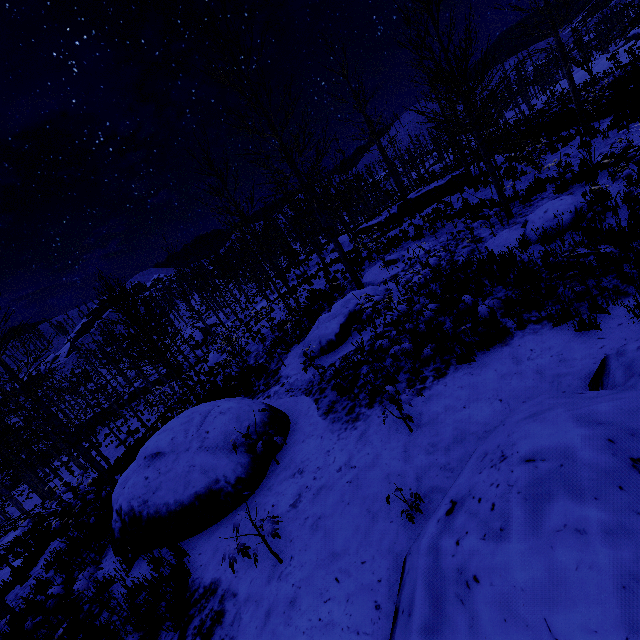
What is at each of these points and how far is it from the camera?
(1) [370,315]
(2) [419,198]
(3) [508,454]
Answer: (1) instancedfoliageactor, 5.37m
(2) rock, 25.23m
(3) rock, 2.26m

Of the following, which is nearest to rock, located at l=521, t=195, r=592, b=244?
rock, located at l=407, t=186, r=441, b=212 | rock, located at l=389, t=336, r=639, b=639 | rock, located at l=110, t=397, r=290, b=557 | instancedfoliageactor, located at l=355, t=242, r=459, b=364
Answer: instancedfoliageactor, located at l=355, t=242, r=459, b=364

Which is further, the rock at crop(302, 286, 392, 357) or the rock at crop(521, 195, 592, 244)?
the rock at crop(302, 286, 392, 357)

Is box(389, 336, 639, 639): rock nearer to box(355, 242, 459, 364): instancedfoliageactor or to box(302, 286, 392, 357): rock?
box(355, 242, 459, 364): instancedfoliageactor

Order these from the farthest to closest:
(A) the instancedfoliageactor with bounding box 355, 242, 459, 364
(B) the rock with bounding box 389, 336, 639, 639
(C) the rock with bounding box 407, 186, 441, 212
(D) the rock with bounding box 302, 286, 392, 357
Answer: (C) the rock with bounding box 407, 186, 441, 212, (D) the rock with bounding box 302, 286, 392, 357, (A) the instancedfoliageactor with bounding box 355, 242, 459, 364, (B) the rock with bounding box 389, 336, 639, 639

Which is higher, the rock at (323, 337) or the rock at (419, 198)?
the rock at (419, 198)

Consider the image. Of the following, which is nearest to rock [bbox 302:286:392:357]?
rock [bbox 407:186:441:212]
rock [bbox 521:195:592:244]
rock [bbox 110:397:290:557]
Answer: rock [bbox 110:397:290:557]

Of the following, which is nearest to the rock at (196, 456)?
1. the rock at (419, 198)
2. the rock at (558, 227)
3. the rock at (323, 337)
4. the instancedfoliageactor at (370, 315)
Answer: the rock at (323, 337)
